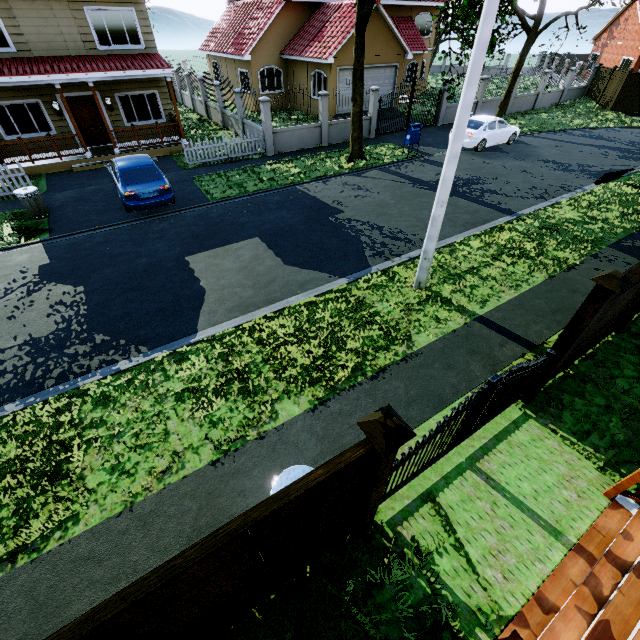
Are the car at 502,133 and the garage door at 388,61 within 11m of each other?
yes

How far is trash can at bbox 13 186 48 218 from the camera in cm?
1065

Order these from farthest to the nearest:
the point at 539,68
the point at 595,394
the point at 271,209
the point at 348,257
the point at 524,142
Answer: the point at 539,68, the point at 524,142, the point at 271,209, the point at 348,257, the point at 595,394

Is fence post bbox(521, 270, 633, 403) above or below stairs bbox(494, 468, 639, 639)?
above

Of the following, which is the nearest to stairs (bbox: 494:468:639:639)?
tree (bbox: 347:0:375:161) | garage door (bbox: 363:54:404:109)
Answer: tree (bbox: 347:0:375:161)

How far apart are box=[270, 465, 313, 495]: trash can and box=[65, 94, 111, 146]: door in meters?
19.5

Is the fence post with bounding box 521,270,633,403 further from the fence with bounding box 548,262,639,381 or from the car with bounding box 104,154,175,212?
the car with bounding box 104,154,175,212

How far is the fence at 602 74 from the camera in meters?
25.9 m
